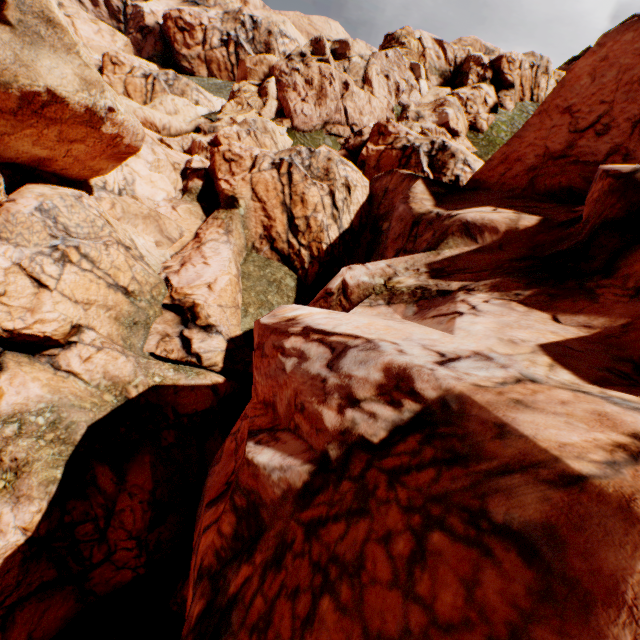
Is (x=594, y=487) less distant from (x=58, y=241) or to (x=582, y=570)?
(x=582, y=570)
